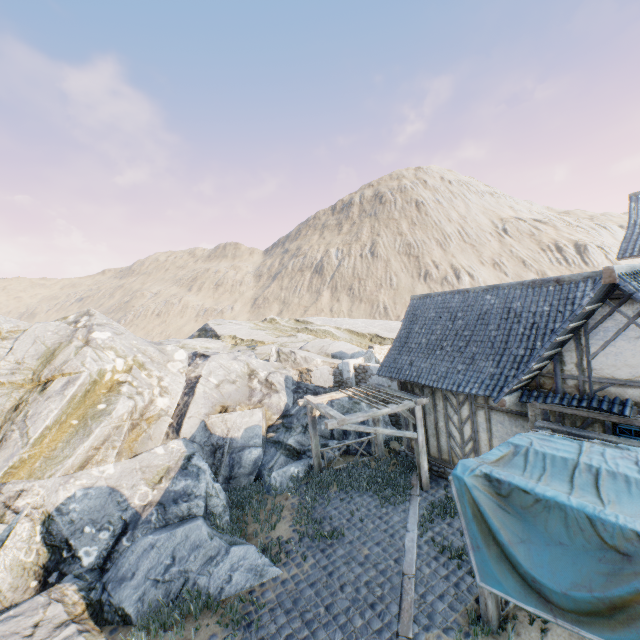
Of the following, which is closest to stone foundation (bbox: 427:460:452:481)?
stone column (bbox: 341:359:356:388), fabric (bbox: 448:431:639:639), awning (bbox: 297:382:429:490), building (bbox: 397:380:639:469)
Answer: building (bbox: 397:380:639:469)

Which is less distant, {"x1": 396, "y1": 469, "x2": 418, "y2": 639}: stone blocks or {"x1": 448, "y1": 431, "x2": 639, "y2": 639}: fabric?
{"x1": 448, "y1": 431, "x2": 639, "y2": 639}: fabric

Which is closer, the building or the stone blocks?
the stone blocks

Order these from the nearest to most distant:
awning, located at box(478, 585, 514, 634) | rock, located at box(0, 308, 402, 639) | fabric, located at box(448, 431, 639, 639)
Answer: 1. fabric, located at box(448, 431, 639, 639)
2. awning, located at box(478, 585, 514, 634)
3. rock, located at box(0, 308, 402, 639)

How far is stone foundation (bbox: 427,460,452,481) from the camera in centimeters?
1092cm

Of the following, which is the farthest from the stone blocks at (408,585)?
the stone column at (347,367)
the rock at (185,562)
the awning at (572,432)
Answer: the stone column at (347,367)

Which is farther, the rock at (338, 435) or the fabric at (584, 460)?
the rock at (338, 435)

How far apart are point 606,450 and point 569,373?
2.1m
